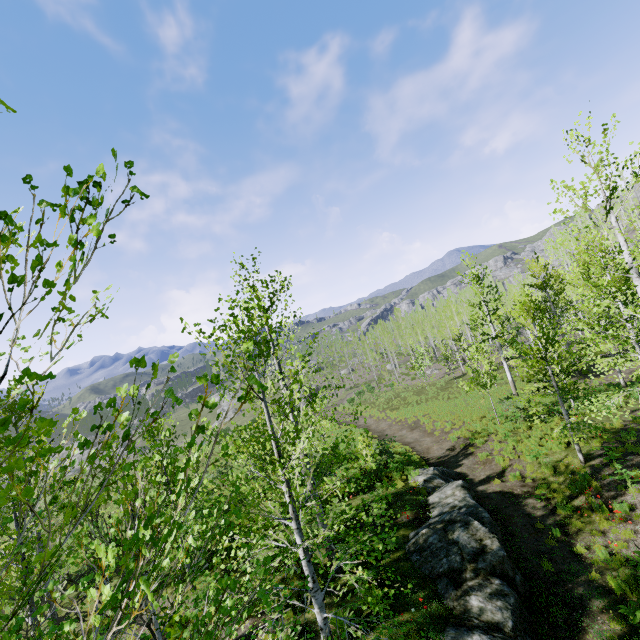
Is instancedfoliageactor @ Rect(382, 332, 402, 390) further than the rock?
Yes

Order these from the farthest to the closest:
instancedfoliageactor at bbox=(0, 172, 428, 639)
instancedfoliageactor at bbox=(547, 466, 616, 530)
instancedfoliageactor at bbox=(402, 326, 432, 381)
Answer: instancedfoliageactor at bbox=(402, 326, 432, 381) < instancedfoliageactor at bbox=(547, 466, 616, 530) < instancedfoliageactor at bbox=(0, 172, 428, 639)

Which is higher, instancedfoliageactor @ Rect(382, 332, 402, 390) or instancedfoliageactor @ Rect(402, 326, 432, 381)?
instancedfoliageactor @ Rect(382, 332, 402, 390)

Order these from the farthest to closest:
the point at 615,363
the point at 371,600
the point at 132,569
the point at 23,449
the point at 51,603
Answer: the point at 615,363, the point at 51,603, the point at 371,600, the point at 23,449, the point at 132,569

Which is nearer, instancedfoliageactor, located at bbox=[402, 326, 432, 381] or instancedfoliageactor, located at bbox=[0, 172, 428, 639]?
instancedfoliageactor, located at bbox=[0, 172, 428, 639]

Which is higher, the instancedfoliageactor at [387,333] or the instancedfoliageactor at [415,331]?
the instancedfoliageactor at [387,333]

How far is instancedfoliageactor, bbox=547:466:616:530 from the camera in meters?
10.5

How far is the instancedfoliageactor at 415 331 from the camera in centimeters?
4203cm
